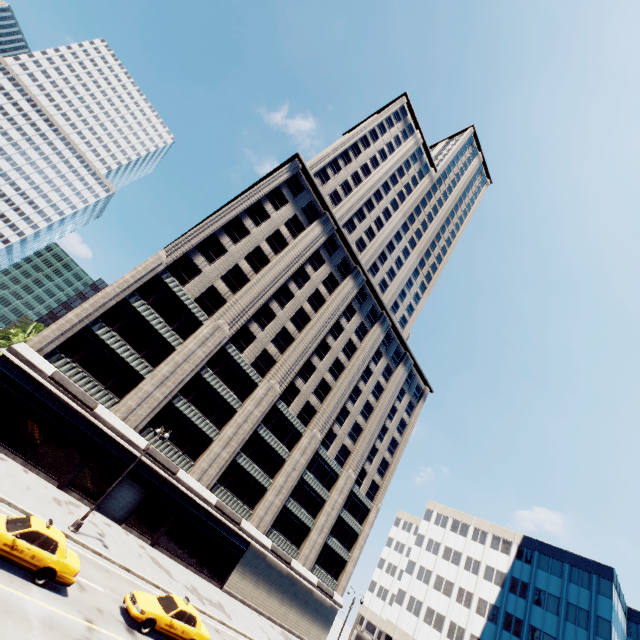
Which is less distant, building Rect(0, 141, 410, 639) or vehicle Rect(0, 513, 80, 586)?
vehicle Rect(0, 513, 80, 586)

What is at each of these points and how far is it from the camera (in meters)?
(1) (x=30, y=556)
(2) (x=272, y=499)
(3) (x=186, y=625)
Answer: (1) vehicle, 12.70
(2) building, 38.62
(3) vehicle, 16.48

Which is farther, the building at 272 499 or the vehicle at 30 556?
the building at 272 499

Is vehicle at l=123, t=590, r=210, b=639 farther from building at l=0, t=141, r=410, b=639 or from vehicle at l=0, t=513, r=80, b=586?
building at l=0, t=141, r=410, b=639

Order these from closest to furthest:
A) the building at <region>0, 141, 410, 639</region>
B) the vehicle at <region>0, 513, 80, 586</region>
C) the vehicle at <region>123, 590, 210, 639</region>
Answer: Answer: the vehicle at <region>0, 513, 80, 586</region>, the vehicle at <region>123, 590, 210, 639</region>, the building at <region>0, 141, 410, 639</region>

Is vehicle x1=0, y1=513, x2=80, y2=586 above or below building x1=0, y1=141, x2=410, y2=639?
below

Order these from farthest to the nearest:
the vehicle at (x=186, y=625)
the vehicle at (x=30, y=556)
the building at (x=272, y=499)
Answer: the building at (x=272, y=499) < the vehicle at (x=186, y=625) < the vehicle at (x=30, y=556)

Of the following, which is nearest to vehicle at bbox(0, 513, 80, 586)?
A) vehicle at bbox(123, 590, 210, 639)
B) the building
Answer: vehicle at bbox(123, 590, 210, 639)
